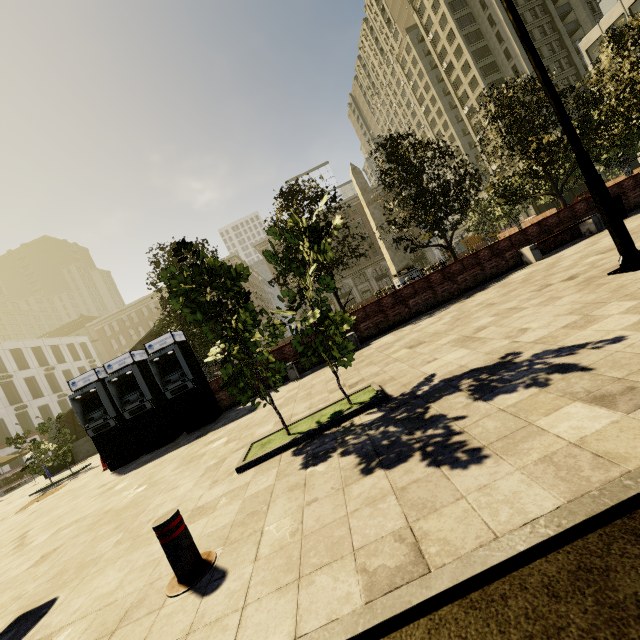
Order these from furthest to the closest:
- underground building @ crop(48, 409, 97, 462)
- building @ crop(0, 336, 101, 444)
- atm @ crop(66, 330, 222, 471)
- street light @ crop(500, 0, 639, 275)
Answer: building @ crop(0, 336, 101, 444), underground building @ crop(48, 409, 97, 462), atm @ crop(66, 330, 222, 471), street light @ crop(500, 0, 639, 275)

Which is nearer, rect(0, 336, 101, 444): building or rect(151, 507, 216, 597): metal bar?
rect(151, 507, 216, 597): metal bar

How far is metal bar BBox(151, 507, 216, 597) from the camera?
2.7m

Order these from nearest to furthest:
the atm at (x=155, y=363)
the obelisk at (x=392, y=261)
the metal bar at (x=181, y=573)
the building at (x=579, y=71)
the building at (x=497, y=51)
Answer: the metal bar at (x=181, y=573)
the atm at (x=155, y=363)
the obelisk at (x=392, y=261)
the building at (x=579, y=71)
the building at (x=497, y=51)

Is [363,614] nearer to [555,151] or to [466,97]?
[555,151]

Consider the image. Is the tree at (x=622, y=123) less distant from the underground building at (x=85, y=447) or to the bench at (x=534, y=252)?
the underground building at (x=85, y=447)

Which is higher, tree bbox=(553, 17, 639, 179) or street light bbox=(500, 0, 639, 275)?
tree bbox=(553, 17, 639, 179)

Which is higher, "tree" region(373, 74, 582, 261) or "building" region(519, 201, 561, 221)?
"tree" region(373, 74, 582, 261)
